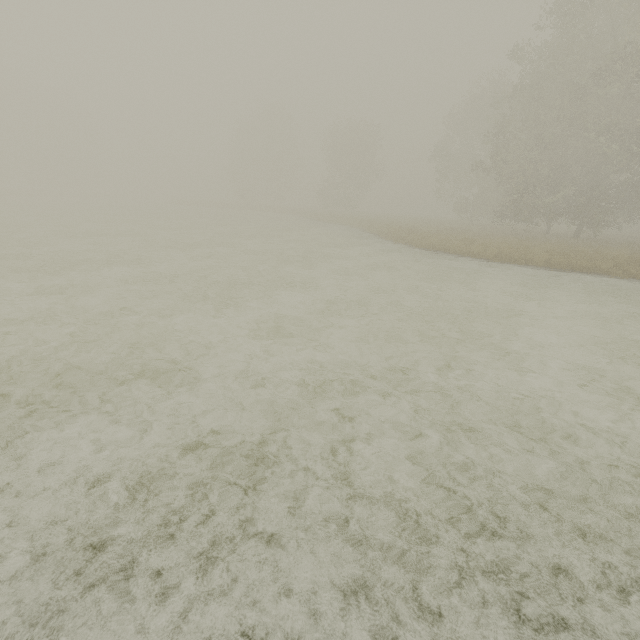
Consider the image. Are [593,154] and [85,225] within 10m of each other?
no
